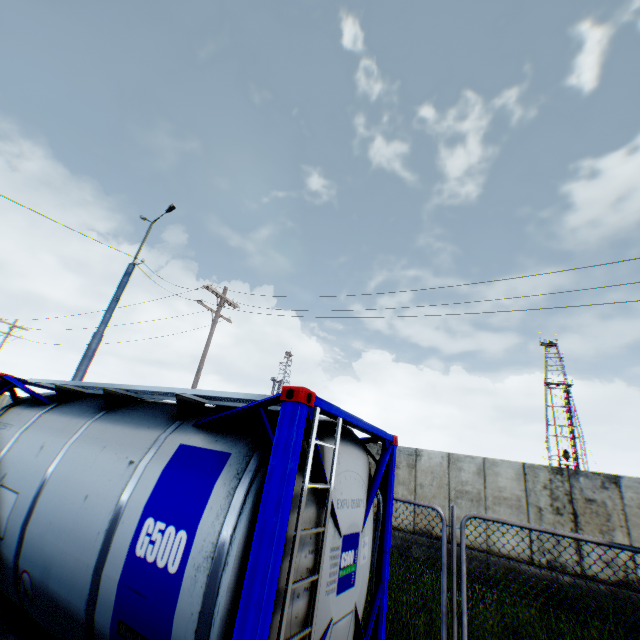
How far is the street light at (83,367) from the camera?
9.82m

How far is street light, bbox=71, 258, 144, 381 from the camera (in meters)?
9.82

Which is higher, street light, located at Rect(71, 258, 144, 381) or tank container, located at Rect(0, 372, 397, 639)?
street light, located at Rect(71, 258, 144, 381)

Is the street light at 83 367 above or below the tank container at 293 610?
above

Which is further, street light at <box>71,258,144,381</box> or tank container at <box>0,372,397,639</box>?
street light at <box>71,258,144,381</box>

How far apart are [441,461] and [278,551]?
11.75m
